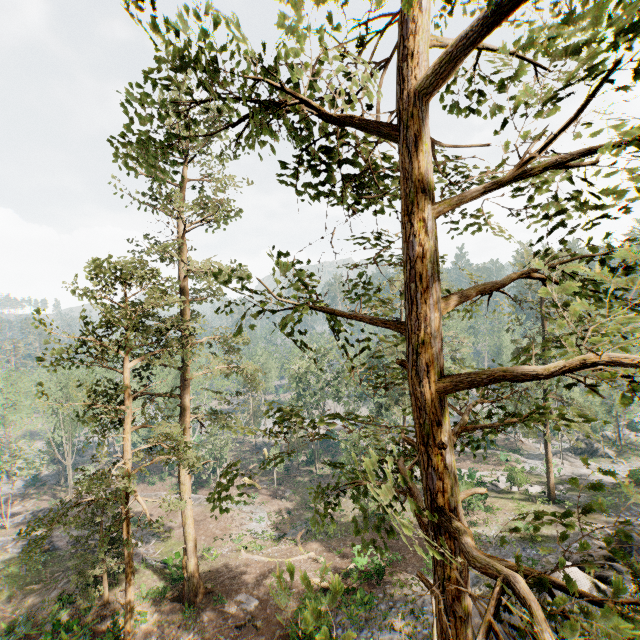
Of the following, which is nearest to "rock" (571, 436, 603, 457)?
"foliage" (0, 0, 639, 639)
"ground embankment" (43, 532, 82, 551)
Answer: "foliage" (0, 0, 639, 639)

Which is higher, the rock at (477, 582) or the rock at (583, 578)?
the rock at (583, 578)

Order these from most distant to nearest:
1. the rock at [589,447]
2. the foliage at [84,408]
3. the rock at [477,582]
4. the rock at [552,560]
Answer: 1. the rock at [589,447]
2. the rock at [552,560]
3. the rock at [477,582]
4. the foliage at [84,408]

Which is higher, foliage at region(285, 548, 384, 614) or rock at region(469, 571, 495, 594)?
foliage at region(285, 548, 384, 614)

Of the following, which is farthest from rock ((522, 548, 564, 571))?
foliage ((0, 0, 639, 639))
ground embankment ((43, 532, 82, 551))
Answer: ground embankment ((43, 532, 82, 551))

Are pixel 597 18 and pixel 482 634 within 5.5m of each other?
yes

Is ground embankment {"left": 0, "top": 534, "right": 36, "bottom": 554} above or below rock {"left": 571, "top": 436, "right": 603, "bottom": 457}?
above

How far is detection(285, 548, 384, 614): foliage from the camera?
1.9m
